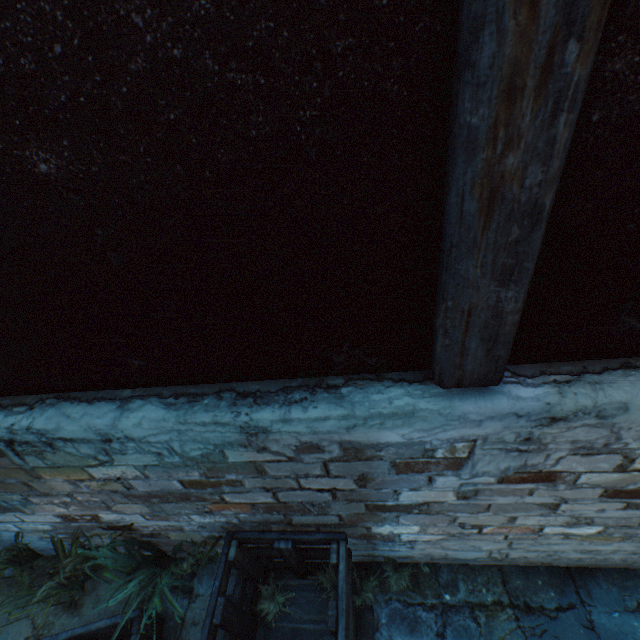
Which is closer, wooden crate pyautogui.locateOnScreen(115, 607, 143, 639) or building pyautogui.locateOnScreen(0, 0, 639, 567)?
building pyautogui.locateOnScreen(0, 0, 639, 567)

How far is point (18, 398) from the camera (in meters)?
1.61

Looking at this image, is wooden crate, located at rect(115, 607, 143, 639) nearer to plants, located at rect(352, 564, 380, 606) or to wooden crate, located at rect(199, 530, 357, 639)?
wooden crate, located at rect(199, 530, 357, 639)

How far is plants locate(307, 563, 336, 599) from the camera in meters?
2.3

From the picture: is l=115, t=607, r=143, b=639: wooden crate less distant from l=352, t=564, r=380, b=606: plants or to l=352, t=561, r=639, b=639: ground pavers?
l=352, t=561, r=639, b=639: ground pavers

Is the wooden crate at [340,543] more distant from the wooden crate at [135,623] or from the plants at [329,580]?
the wooden crate at [135,623]

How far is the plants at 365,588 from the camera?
2.2m

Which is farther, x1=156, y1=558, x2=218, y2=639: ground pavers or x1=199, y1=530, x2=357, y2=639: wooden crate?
x1=156, y1=558, x2=218, y2=639: ground pavers
